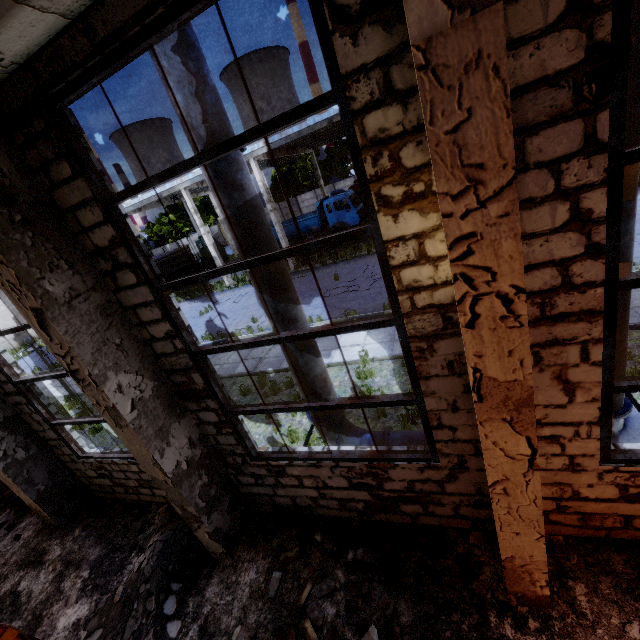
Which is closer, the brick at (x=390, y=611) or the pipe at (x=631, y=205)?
the pipe at (x=631, y=205)

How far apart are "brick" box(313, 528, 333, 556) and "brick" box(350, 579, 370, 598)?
0.5 meters

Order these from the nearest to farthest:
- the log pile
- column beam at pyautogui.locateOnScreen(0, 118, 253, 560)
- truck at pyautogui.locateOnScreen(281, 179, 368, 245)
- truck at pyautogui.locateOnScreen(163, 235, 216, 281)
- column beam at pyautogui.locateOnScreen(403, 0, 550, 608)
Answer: column beam at pyautogui.locateOnScreen(403, 0, 550, 608) < column beam at pyautogui.locateOnScreen(0, 118, 253, 560) < truck at pyautogui.locateOnScreen(281, 179, 368, 245) < the log pile < truck at pyautogui.locateOnScreen(163, 235, 216, 281)

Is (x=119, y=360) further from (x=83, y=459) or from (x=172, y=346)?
(x=83, y=459)

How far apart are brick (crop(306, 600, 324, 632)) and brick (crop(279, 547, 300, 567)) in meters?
0.3

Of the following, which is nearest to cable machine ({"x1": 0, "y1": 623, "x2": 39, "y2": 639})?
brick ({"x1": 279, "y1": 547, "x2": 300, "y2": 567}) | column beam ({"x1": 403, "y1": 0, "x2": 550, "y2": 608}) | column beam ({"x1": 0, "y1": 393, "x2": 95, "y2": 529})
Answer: column beam ({"x1": 0, "y1": 393, "x2": 95, "y2": 529})

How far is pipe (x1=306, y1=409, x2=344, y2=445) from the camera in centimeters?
560cm

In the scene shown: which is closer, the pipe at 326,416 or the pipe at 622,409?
the pipe at 622,409
